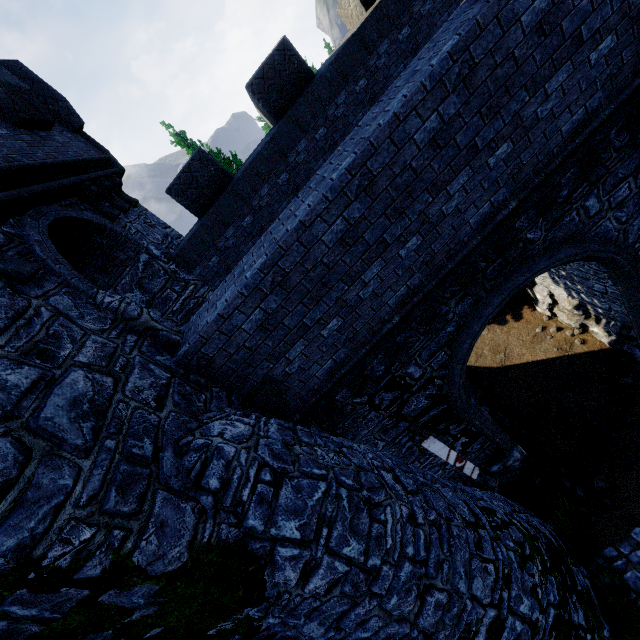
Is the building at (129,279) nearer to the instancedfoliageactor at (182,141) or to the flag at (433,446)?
the flag at (433,446)

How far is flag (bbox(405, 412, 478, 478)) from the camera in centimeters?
707cm

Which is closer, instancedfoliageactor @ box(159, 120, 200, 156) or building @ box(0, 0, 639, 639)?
building @ box(0, 0, 639, 639)

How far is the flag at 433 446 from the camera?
7.1 meters

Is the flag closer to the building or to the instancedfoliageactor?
the building

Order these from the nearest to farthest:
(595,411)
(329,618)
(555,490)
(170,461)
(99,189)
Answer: (170,461) < (329,618) < (99,189) < (555,490) < (595,411)

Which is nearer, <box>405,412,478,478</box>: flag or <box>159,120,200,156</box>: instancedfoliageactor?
<box>405,412,478,478</box>: flag
